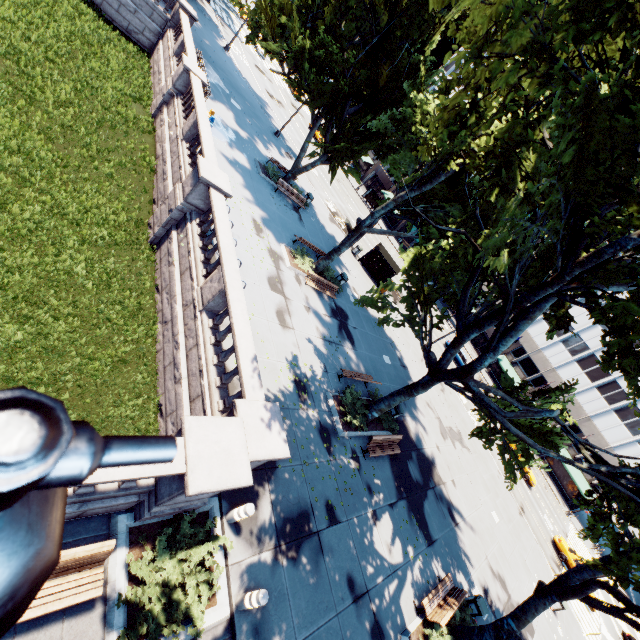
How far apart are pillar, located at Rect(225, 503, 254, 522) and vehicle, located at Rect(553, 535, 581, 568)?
35.2 meters

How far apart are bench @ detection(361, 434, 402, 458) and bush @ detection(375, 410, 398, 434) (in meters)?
0.72

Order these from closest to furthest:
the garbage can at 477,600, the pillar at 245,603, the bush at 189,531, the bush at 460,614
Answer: the bush at 189,531 < the pillar at 245,603 < the bush at 460,614 < the garbage can at 477,600

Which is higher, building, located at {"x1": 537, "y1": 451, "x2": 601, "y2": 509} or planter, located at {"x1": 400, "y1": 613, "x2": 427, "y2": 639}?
building, located at {"x1": 537, "y1": 451, "x2": 601, "y2": 509}

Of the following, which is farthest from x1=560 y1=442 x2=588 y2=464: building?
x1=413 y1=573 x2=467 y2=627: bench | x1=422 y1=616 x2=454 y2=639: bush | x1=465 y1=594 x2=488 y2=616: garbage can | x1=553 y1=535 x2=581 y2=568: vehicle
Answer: x1=422 y1=616 x2=454 y2=639: bush

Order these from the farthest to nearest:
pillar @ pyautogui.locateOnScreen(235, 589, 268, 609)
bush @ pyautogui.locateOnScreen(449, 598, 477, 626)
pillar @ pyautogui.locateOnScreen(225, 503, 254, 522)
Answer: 1. bush @ pyautogui.locateOnScreen(449, 598, 477, 626)
2. pillar @ pyautogui.locateOnScreen(225, 503, 254, 522)
3. pillar @ pyautogui.locateOnScreen(235, 589, 268, 609)

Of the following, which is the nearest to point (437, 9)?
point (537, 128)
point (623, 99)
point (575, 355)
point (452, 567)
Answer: point (623, 99)

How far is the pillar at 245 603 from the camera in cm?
682
